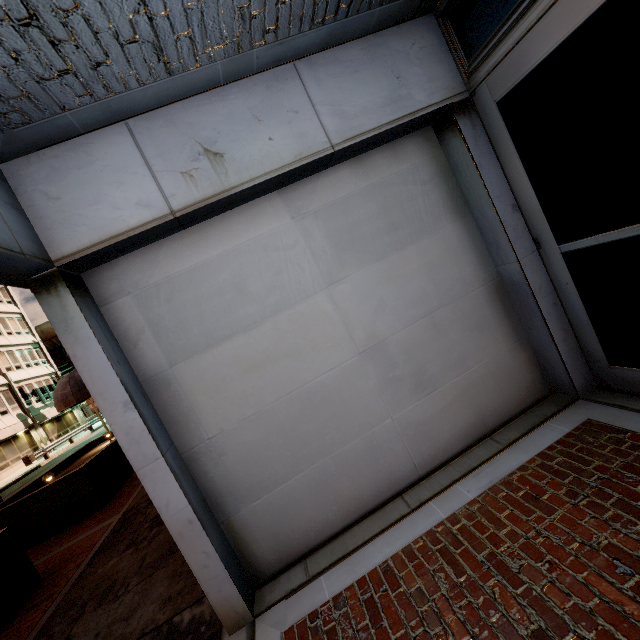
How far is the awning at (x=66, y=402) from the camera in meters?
13.9

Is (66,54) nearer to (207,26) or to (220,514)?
(207,26)

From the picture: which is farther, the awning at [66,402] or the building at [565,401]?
the awning at [66,402]

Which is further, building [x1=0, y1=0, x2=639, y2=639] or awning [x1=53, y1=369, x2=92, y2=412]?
awning [x1=53, y1=369, x2=92, y2=412]

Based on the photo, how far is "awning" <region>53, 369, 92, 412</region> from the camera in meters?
13.9
